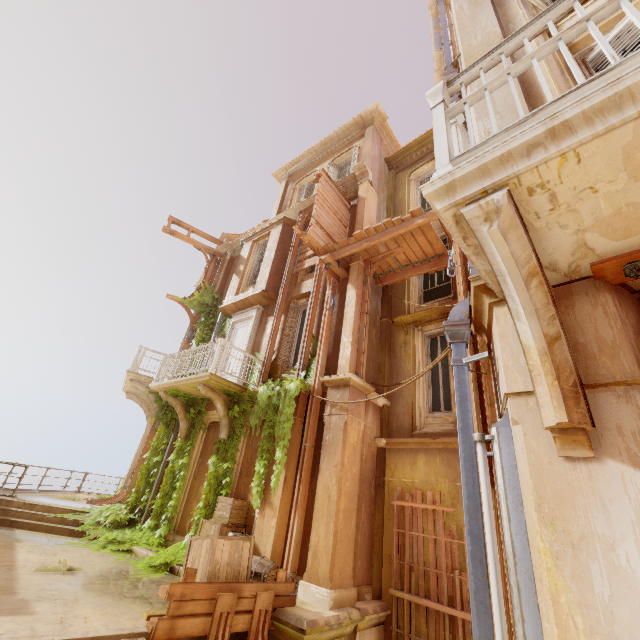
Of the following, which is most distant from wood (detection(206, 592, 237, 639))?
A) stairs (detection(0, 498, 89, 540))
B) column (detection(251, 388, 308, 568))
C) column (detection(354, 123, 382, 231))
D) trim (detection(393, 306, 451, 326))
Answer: column (detection(354, 123, 382, 231))

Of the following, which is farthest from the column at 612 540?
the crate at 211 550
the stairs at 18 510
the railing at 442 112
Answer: the stairs at 18 510

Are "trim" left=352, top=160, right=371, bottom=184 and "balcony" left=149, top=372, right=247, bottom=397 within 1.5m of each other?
no

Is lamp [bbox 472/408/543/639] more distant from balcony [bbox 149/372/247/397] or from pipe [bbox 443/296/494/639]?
balcony [bbox 149/372/247/397]

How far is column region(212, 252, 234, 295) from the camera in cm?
1574

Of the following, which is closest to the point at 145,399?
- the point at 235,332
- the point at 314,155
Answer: the point at 235,332

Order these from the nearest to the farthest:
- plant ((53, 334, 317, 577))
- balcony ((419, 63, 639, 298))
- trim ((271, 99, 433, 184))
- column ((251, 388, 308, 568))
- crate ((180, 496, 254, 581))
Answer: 1. balcony ((419, 63, 639, 298))
2. crate ((180, 496, 254, 581))
3. column ((251, 388, 308, 568))
4. plant ((53, 334, 317, 577))
5. trim ((271, 99, 433, 184))

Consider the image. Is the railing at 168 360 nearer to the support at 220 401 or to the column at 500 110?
the support at 220 401
